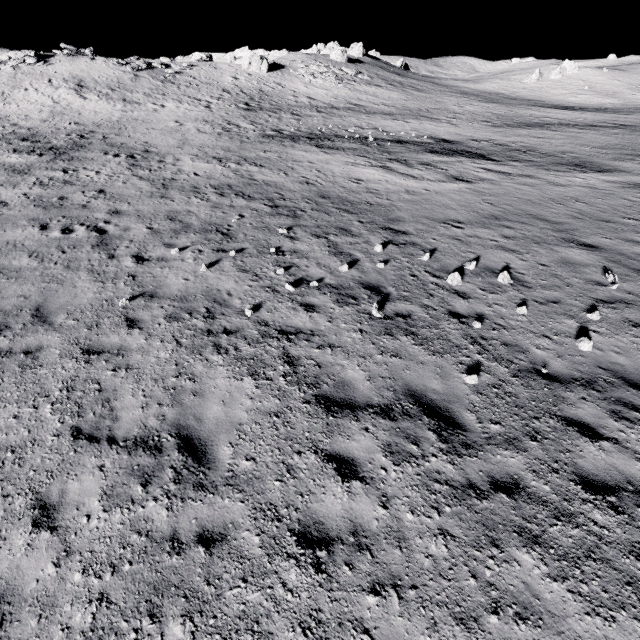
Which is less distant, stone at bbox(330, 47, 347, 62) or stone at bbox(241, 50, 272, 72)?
stone at bbox(241, 50, 272, 72)

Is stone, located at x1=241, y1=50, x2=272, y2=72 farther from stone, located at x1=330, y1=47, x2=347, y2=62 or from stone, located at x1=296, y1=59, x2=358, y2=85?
stone, located at x1=330, y1=47, x2=347, y2=62

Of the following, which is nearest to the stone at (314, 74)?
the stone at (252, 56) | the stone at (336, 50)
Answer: the stone at (252, 56)

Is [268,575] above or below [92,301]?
below

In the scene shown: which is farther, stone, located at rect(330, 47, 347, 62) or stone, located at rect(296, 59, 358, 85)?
stone, located at rect(330, 47, 347, 62)

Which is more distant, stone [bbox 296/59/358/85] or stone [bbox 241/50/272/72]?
stone [bbox 296/59/358/85]

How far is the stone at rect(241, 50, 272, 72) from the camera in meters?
46.0

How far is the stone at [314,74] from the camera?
47.78m
